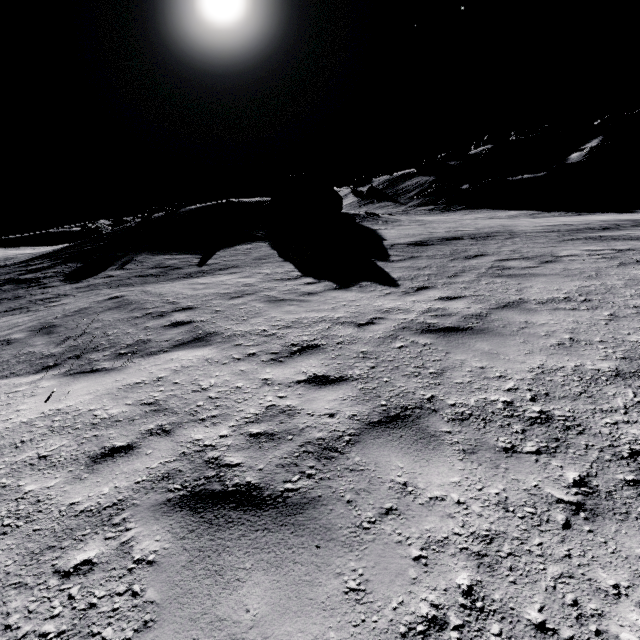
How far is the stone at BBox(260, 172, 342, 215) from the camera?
24.48m

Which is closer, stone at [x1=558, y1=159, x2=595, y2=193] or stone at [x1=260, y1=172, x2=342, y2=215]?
stone at [x1=260, y1=172, x2=342, y2=215]

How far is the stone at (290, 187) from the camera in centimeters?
2448cm

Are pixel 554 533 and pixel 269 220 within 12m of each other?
no

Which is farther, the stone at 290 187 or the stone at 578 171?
the stone at 578 171

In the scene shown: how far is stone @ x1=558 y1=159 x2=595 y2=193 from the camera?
44.8 meters

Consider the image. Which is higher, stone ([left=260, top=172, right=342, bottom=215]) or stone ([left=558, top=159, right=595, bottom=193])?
stone ([left=260, top=172, right=342, bottom=215])
